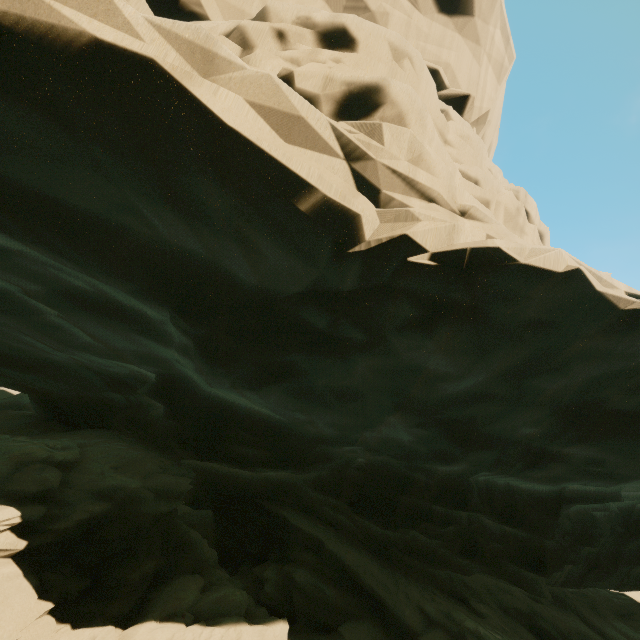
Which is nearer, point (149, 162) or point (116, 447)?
point (149, 162)
